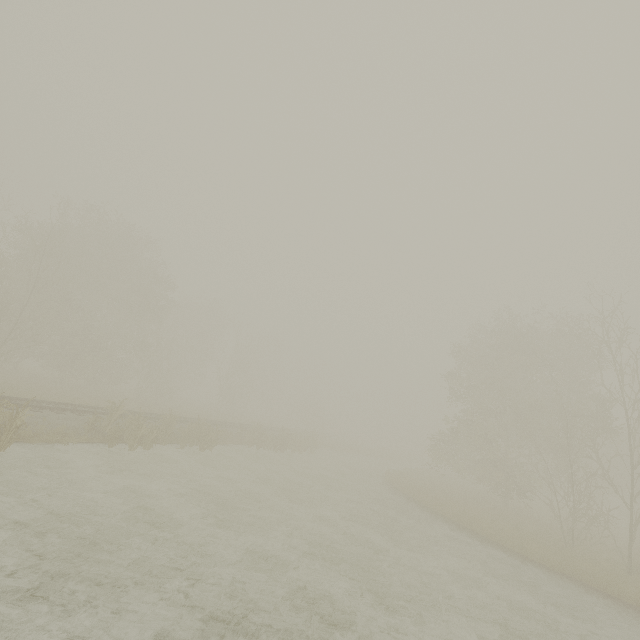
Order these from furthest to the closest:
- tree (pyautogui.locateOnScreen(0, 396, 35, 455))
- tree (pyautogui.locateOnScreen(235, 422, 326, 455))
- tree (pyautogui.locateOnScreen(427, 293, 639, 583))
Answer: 1. tree (pyautogui.locateOnScreen(235, 422, 326, 455))
2. tree (pyautogui.locateOnScreen(427, 293, 639, 583))
3. tree (pyautogui.locateOnScreen(0, 396, 35, 455))

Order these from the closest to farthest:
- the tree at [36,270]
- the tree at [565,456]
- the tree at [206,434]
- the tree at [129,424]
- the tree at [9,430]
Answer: the tree at [9,430]
the tree at [129,424]
the tree at [565,456]
the tree at [206,434]
the tree at [36,270]

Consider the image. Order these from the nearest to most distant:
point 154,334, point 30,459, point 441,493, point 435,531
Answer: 1. point 30,459
2. point 435,531
3. point 441,493
4. point 154,334

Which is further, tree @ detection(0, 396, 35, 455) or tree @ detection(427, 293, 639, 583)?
tree @ detection(427, 293, 639, 583)

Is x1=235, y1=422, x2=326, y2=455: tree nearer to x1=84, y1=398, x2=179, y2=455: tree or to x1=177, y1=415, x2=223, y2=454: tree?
x1=177, y1=415, x2=223, y2=454: tree

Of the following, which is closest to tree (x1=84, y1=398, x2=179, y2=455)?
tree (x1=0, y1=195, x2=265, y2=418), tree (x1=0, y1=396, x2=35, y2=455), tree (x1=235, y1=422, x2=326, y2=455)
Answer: tree (x1=0, y1=396, x2=35, y2=455)

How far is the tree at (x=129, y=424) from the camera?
14.9 meters

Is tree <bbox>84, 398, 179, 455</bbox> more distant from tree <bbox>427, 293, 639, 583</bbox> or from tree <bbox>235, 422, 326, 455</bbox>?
tree <bbox>427, 293, 639, 583</bbox>
